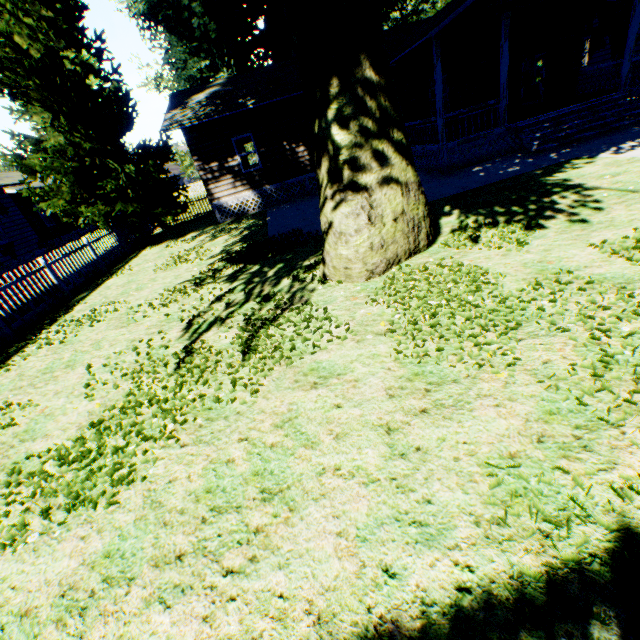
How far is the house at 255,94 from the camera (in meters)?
14.58

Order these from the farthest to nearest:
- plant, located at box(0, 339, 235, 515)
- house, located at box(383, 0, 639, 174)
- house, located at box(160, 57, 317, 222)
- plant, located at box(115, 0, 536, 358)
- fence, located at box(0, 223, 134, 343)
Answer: house, located at box(160, 57, 317, 222), house, located at box(383, 0, 639, 174), fence, located at box(0, 223, 134, 343), plant, located at box(115, 0, 536, 358), plant, located at box(0, 339, 235, 515)

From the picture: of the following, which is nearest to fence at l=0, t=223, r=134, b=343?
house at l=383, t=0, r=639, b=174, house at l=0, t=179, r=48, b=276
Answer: house at l=383, t=0, r=639, b=174

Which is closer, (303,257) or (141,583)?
(141,583)

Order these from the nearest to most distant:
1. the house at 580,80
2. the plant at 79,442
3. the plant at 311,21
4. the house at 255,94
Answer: the plant at 79,442
the plant at 311,21
the house at 580,80
the house at 255,94

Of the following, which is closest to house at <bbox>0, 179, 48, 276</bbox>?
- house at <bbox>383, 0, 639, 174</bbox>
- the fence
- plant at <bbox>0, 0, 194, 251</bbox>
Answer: the fence

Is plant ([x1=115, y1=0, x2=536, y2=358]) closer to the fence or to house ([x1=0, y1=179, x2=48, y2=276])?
the fence
